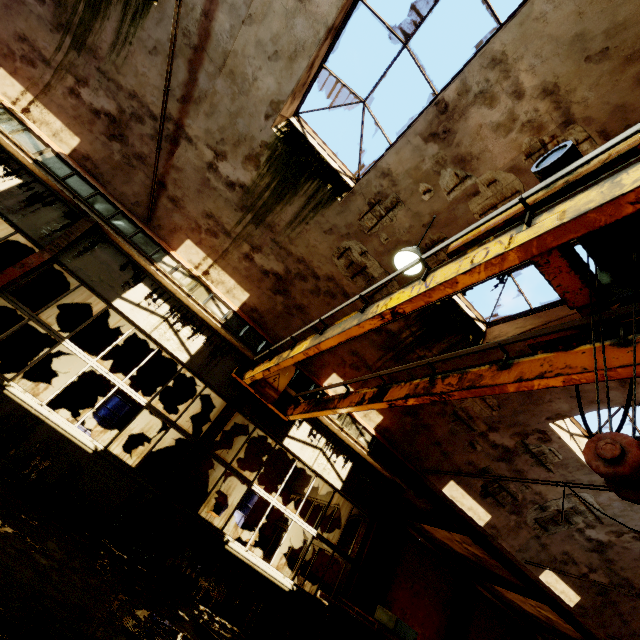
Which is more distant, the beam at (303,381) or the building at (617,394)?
the beam at (303,381)

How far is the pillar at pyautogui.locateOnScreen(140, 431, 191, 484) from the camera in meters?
10.2

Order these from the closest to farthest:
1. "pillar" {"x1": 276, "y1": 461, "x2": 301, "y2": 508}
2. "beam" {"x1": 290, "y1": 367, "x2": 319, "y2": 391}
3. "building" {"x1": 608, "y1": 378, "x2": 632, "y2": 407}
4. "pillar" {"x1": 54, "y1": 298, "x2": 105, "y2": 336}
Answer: "building" {"x1": 608, "y1": 378, "x2": 632, "y2": 407}
"beam" {"x1": 290, "y1": 367, "x2": 319, "y2": 391}
"pillar" {"x1": 54, "y1": 298, "x2": 105, "y2": 336}
"pillar" {"x1": 276, "y1": 461, "x2": 301, "y2": 508}

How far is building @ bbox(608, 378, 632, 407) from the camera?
2.3 meters

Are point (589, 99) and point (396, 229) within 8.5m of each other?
yes

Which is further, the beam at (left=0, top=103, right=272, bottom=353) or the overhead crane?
the beam at (left=0, top=103, right=272, bottom=353)

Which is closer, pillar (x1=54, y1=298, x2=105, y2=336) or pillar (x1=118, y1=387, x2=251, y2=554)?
pillar (x1=118, y1=387, x2=251, y2=554)

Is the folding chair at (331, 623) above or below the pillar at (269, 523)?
below
